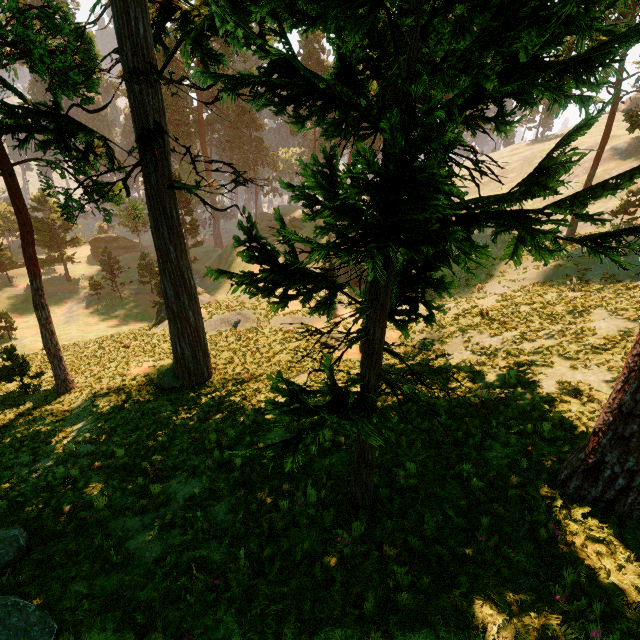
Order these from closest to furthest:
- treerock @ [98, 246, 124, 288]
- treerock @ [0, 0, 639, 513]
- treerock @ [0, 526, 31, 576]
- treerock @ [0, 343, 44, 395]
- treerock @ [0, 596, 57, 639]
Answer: treerock @ [0, 0, 639, 513] → treerock @ [0, 596, 57, 639] → treerock @ [0, 526, 31, 576] → treerock @ [0, 343, 44, 395] → treerock @ [98, 246, 124, 288]

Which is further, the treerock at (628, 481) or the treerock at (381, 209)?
the treerock at (628, 481)

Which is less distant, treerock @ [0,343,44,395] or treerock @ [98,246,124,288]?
treerock @ [0,343,44,395]

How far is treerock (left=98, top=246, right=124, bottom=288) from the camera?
43.2m

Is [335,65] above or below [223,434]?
above
